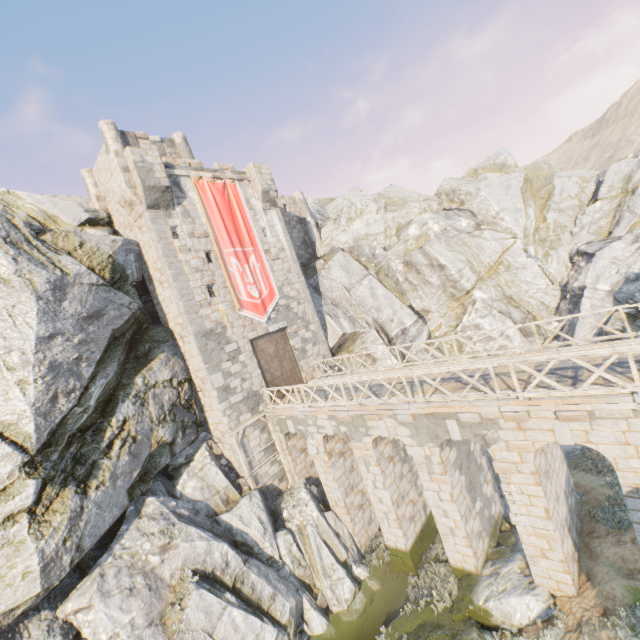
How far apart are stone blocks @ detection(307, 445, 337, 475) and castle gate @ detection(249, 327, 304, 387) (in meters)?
3.45

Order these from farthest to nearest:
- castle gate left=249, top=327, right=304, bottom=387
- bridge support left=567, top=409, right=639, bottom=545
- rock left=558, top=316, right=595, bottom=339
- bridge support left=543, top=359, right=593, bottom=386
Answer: rock left=558, top=316, right=595, bottom=339 → castle gate left=249, top=327, right=304, bottom=387 → bridge support left=543, top=359, right=593, bottom=386 → bridge support left=567, top=409, right=639, bottom=545

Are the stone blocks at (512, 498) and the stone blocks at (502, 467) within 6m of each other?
yes

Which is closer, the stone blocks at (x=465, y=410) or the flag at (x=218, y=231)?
the stone blocks at (x=465, y=410)

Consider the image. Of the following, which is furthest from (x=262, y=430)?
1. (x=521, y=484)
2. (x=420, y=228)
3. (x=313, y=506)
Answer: (x=420, y=228)

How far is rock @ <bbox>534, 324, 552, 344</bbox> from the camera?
22.6 meters

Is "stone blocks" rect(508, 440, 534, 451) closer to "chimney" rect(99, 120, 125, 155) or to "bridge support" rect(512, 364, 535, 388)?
"bridge support" rect(512, 364, 535, 388)

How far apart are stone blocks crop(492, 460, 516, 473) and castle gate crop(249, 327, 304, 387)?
11.7 meters
